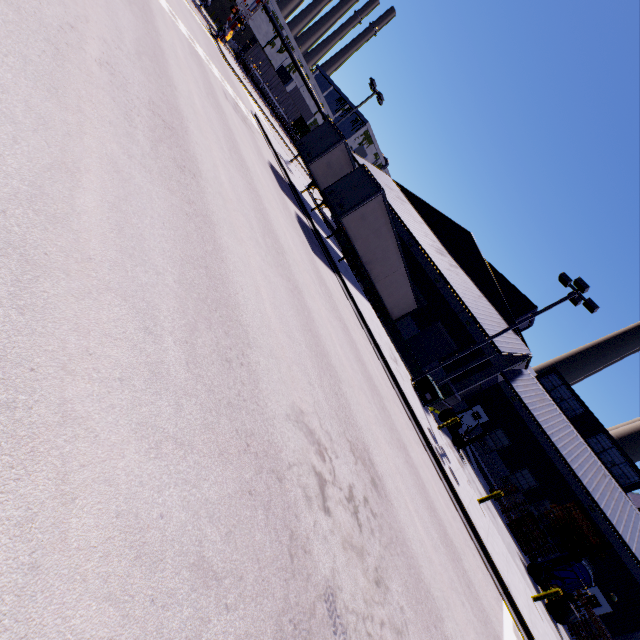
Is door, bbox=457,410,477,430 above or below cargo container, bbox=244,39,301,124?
below

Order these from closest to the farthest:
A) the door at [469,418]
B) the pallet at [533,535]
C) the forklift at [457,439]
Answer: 1. the forklift at [457,439]
2. the pallet at [533,535]
3. the door at [469,418]

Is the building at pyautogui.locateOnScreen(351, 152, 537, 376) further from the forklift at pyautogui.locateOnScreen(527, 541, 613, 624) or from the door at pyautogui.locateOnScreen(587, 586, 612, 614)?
the forklift at pyautogui.locateOnScreen(527, 541, 613, 624)

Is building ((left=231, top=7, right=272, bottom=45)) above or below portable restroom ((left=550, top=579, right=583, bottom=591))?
above

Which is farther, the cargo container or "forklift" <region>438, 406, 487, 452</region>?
the cargo container

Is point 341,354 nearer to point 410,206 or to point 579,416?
point 410,206

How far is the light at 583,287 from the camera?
15.9 meters

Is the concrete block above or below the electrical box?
above
